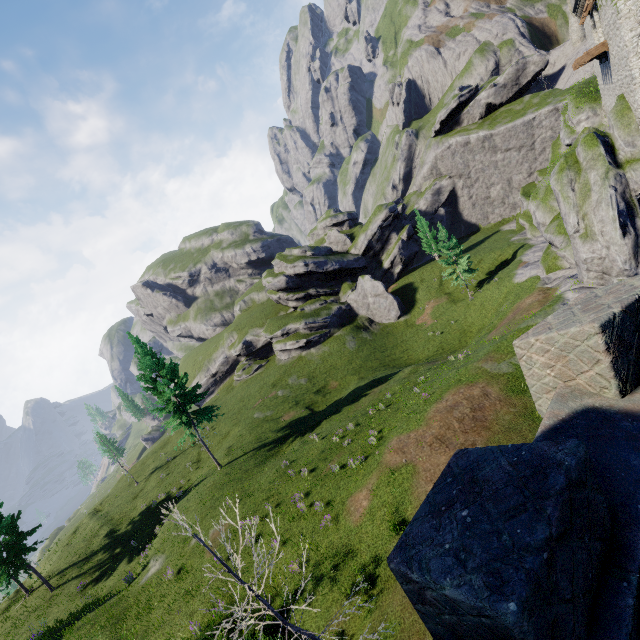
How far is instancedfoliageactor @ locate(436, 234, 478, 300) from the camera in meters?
40.6

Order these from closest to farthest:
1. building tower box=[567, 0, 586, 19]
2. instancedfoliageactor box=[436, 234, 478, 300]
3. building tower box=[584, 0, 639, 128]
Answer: building tower box=[584, 0, 639, 128], building tower box=[567, 0, 586, 19], instancedfoliageactor box=[436, 234, 478, 300]

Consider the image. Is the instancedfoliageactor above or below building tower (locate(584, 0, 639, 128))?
below

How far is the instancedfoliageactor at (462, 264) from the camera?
40.56m

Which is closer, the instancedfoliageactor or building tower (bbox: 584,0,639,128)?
building tower (bbox: 584,0,639,128)

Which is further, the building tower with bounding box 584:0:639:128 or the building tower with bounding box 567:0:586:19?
the building tower with bounding box 567:0:586:19

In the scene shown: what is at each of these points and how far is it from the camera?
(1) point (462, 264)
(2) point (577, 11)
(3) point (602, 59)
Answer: (1) instancedfoliageactor, 41.2m
(2) building tower, 29.5m
(3) building tower, 25.2m

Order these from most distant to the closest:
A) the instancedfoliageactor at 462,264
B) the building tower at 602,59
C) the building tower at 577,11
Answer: the instancedfoliageactor at 462,264
the building tower at 577,11
the building tower at 602,59
